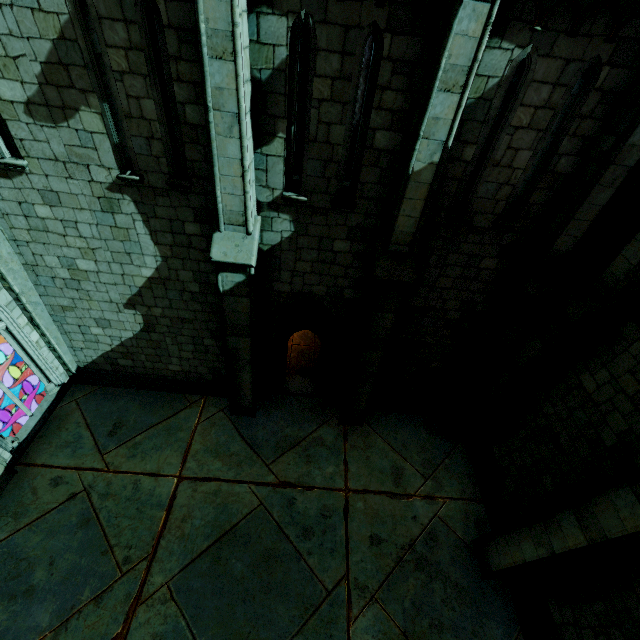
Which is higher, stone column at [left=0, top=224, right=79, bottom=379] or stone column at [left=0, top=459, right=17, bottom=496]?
stone column at [left=0, top=224, right=79, bottom=379]

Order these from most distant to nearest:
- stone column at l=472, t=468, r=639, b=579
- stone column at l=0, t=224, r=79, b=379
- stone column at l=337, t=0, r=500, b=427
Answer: stone column at l=0, t=224, r=79, b=379 < stone column at l=472, t=468, r=639, b=579 < stone column at l=337, t=0, r=500, b=427

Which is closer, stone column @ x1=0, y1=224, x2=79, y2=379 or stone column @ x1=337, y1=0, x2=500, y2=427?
stone column @ x1=337, y1=0, x2=500, y2=427

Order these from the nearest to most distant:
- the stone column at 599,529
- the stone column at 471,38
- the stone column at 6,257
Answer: the stone column at 471,38
the stone column at 599,529
the stone column at 6,257

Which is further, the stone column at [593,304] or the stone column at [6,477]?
the stone column at [6,477]

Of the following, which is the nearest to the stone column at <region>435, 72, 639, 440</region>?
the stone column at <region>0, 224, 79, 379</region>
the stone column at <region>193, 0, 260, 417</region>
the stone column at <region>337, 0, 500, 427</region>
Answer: the stone column at <region>337, 0, 500, 427</region>

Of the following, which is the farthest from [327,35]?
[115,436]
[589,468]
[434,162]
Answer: [115,436]

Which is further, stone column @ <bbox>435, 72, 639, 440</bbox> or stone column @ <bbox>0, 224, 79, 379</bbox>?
stone column @ <bbox>0, 224, 79, 379</bbox>
